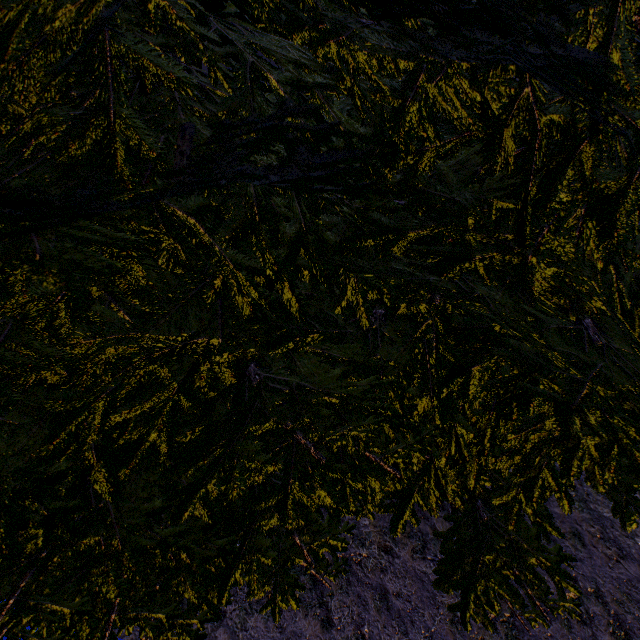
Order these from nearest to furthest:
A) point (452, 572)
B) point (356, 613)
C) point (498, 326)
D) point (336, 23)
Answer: point (336, 23)
point (498, 326)
point (452, 572)
point (356, 613)
